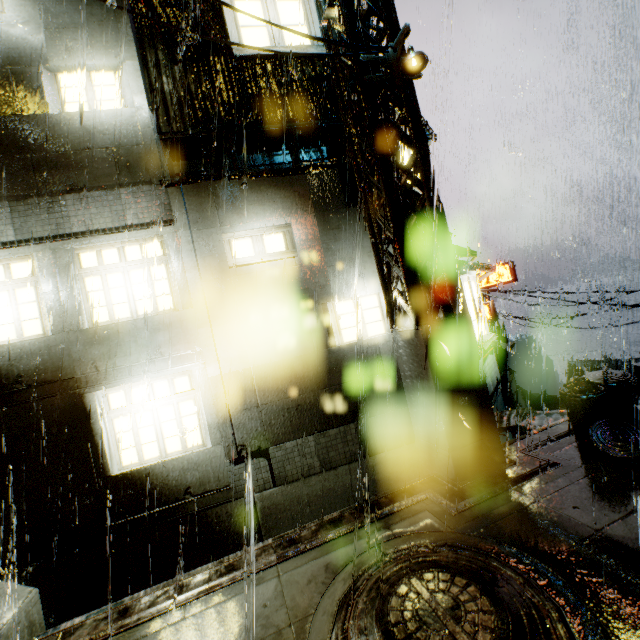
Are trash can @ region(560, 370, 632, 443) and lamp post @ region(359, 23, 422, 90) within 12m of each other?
yes

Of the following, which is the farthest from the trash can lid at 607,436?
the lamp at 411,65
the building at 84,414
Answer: the lamp at 411,65

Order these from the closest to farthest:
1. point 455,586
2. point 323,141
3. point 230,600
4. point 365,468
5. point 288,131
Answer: point 455,586 → point 230,600 → point 365,468 → point 288,131 → point 323,141

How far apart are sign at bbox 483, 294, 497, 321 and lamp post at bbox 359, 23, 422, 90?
21.82m

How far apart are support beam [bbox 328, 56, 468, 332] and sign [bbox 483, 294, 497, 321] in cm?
2123

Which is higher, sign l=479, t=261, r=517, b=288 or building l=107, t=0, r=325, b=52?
building l=107, t=0, r=325, b=52

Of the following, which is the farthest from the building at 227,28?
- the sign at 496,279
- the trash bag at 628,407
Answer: the trash bag at 628,407

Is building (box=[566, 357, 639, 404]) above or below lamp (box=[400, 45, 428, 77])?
below
